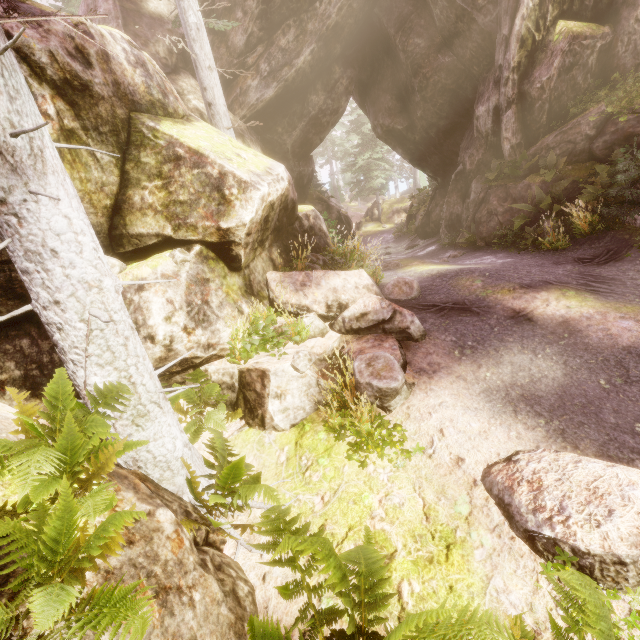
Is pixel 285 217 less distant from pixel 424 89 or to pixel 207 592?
pixel 207 592

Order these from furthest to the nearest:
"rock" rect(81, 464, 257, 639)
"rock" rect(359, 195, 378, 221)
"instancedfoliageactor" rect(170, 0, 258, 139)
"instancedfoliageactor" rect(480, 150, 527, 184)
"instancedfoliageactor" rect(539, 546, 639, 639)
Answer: "rock" rect(359, 195, 378, 221) → "instancedfoliageactor" rect(480, 150, 527, 184) → "instancedfoliageactor" rect(170, 0, 258, 139) → "rock" rect(81, 464, 257, 639) → "instancedfoliageactor" rect(539, 546, 639, 639)

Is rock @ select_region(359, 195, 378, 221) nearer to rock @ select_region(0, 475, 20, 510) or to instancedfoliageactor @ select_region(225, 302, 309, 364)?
instancedfoliageactor @ select_region(225, 302, 309, 364)

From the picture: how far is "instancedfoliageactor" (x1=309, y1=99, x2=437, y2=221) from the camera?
28.9 meters

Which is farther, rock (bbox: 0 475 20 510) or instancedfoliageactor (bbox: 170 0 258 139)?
instancedfoliageactor (bbox: 170 0 258 139)

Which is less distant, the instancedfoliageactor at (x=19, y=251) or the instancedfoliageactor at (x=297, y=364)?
the instancedfoliageactor at (x=19, y=251)
